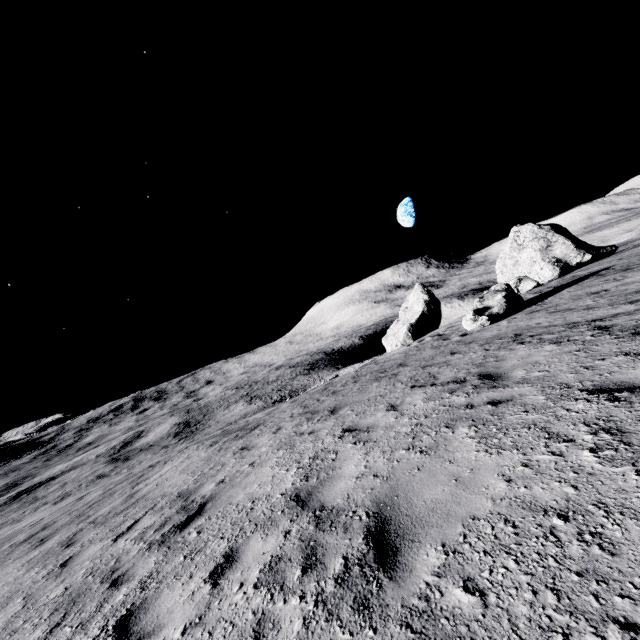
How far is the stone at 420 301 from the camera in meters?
31.4 m

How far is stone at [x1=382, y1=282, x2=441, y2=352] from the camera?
31.44m

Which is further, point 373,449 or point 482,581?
point 373,449
